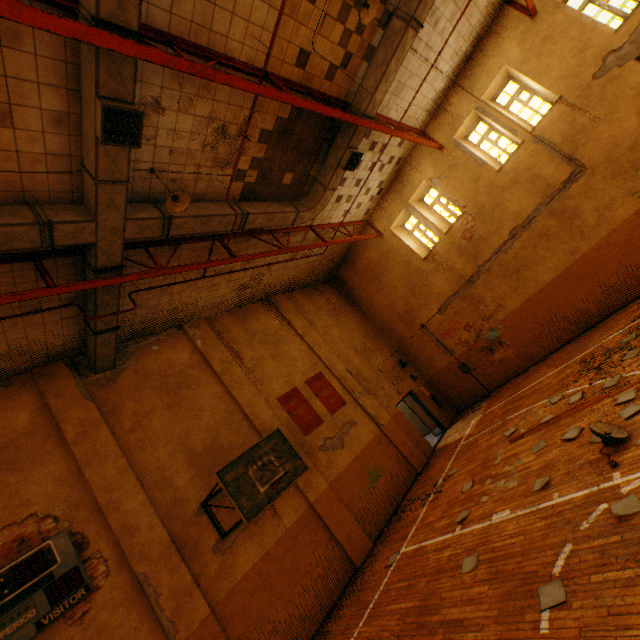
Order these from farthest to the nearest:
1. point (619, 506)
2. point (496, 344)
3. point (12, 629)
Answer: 1. point (496, 344)
2. point (12, 629)
3. point (619, 506)

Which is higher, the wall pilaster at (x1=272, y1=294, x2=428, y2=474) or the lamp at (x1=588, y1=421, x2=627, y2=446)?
the wall pilaster at (x1=272, y1=294, x2=428, y2=474)

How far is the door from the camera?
13.8m

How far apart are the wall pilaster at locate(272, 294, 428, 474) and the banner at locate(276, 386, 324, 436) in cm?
172

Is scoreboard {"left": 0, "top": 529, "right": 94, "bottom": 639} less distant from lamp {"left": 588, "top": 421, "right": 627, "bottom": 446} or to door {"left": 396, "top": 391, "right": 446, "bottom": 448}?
lamp {"left": 588, "top": 421, "right": 627, "bottom": 446}

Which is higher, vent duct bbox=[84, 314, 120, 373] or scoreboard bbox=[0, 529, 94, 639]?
vent duct bbox=[84, 314, 120, 373]

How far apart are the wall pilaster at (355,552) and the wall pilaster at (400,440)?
3.1m

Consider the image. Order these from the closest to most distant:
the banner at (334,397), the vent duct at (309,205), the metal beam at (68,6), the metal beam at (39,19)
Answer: the metal beam at (39,19) < the metal beam at (68,6) < the vent duct at (309,205) < the banner at (334,397)
